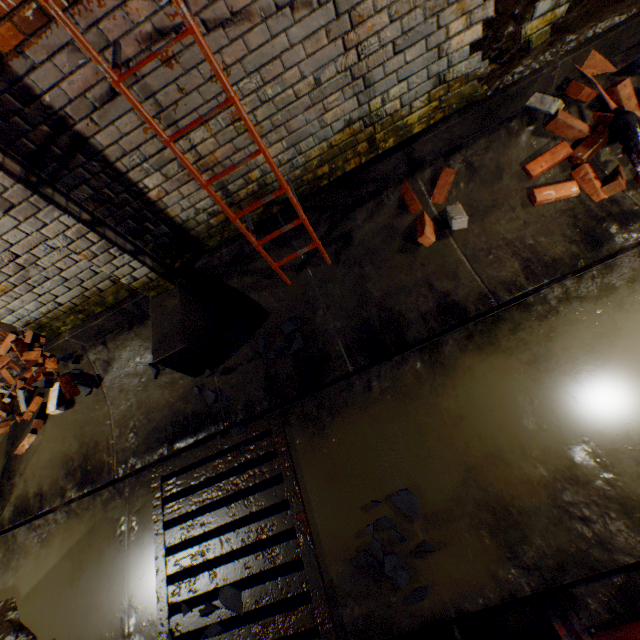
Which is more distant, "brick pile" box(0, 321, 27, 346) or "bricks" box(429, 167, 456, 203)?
"brick pile" box(0, 321, 27, 346)

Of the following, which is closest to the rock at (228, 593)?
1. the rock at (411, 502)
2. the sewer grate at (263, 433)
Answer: the sewer grate at (263, 433)

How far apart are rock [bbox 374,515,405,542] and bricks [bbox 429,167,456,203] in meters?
2.1

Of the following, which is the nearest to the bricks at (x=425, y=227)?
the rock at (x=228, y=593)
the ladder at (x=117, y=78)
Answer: the ladder at (x=117, y=78)

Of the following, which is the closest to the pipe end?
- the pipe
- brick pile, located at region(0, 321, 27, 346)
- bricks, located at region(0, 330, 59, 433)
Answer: → the pipe

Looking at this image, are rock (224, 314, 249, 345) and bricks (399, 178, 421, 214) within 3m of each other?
yes

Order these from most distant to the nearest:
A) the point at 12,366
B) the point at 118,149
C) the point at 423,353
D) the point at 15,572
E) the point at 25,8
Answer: the point at 12,366 < the point at 15,572 < the point at 423,353 < the point at 118,149 < the point at 25,8

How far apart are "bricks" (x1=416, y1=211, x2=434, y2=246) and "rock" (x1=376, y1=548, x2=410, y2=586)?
1.96m
